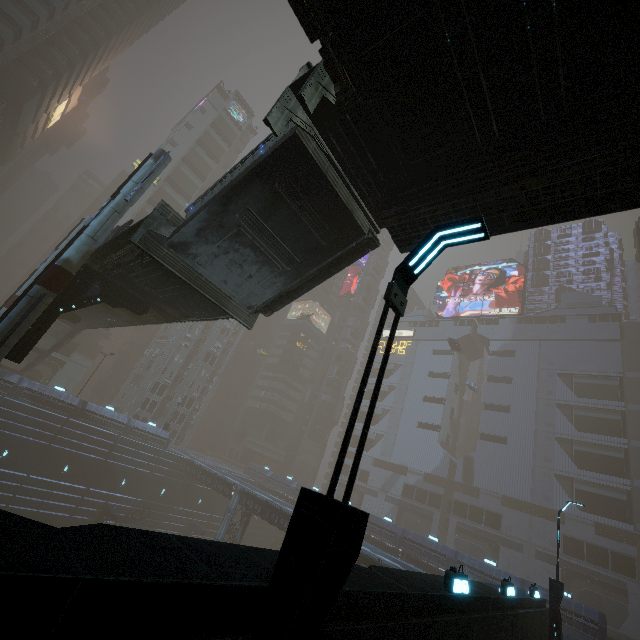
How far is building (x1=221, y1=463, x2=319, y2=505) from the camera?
48.74m

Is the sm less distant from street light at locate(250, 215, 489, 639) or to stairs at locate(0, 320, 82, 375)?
street light at locate(250, 215, 489, 639)

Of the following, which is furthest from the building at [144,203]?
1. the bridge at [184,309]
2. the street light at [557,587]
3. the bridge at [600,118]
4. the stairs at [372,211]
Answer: the stairs at [372,211]

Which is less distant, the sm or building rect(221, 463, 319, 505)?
the sm

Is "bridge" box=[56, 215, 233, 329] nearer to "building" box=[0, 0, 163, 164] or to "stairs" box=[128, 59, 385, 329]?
"stairs" box=[128, 59, 385, 329]

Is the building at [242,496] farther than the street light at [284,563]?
No

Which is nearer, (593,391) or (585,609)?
(585,609)
